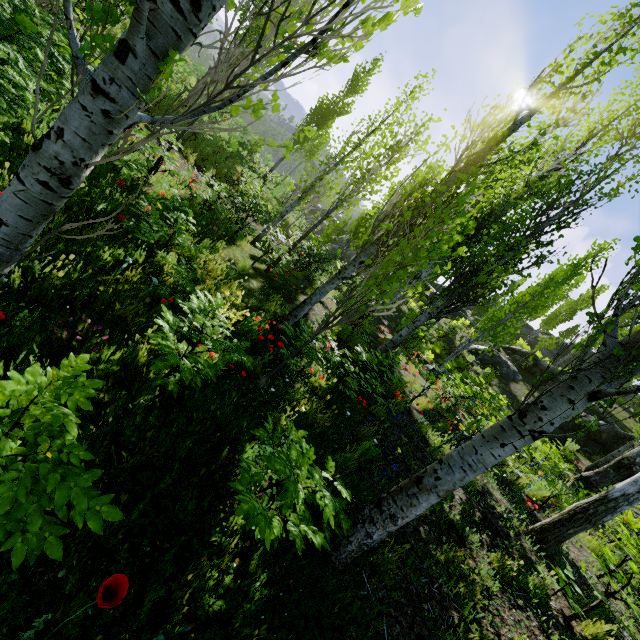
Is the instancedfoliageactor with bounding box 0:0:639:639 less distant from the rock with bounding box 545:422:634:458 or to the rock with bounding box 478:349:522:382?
the rock with bounding box 545:422:634:458

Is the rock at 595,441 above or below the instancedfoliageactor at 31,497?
above

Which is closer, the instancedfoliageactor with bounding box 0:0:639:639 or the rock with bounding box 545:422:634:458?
the instancedfoliageactor with bounding box 0:0:639:639

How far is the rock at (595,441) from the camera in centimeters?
1381cm

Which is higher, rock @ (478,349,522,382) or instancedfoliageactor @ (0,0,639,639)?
rock @ (478,349,522,382)

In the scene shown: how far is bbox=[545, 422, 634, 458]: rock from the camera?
13.8m

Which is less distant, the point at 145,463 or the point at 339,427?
the point at 145,463

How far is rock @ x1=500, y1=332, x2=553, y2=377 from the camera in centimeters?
2202cm
